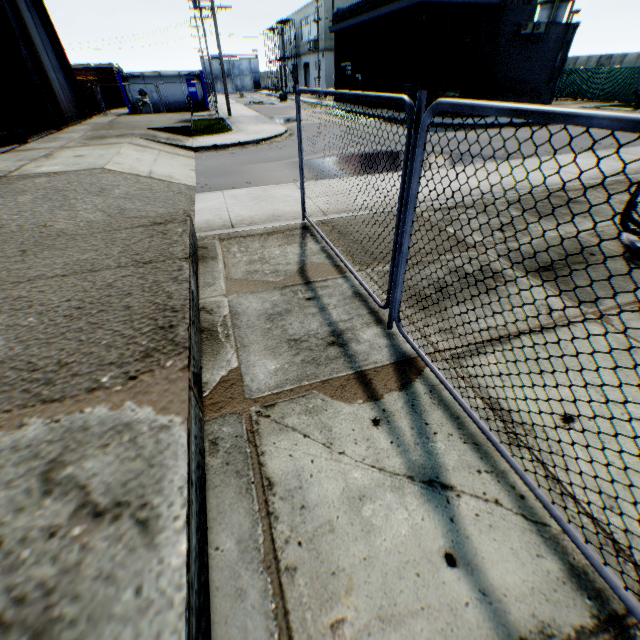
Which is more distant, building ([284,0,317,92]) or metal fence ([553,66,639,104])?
building ([284,0,317,92])

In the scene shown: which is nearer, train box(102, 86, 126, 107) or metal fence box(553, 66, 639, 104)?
metal fence box(553, 66, 639, 104)

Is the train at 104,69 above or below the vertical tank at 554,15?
below

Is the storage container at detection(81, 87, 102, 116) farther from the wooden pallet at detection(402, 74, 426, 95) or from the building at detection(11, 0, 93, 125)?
the wooden pallet at detection(402, 74, 426, 95)

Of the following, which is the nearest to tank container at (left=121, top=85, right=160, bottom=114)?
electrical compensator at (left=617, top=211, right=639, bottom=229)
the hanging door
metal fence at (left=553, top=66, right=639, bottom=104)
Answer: the hanging door

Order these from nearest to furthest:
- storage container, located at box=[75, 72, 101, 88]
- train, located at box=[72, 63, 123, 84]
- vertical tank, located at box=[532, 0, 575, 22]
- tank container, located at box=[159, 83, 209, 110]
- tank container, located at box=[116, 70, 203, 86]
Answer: storage container, located at box=[75, 72, 101, 88], tank container, located at box=[116, 70, 203, 86], tank container, located at box=[159, 83, 209, 110], train, located at box=[72, 63, 123, 84], vertical tank, located at box=[532, 0, 575, 22]

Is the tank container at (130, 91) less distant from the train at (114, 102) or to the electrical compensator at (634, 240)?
the train at (114, 102)

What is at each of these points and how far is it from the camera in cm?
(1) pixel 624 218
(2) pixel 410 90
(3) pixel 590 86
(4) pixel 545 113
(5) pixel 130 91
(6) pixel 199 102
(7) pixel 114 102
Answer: (1) electrical compensator, 489
(2) wooden pallet, 2345
(3) metal fence, 2789
(4) metal fence, 151
(5) tank container, 2762
(6) tank container, 2962
(7) train, 3503
